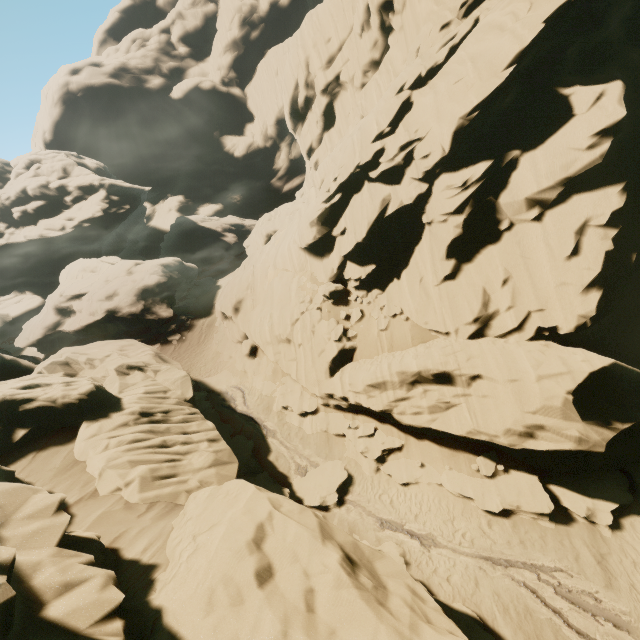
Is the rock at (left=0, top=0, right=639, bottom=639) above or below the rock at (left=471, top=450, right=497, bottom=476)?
above

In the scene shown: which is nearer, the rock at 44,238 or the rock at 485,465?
the rock at 44,238

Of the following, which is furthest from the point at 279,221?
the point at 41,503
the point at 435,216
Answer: the point at 41,503

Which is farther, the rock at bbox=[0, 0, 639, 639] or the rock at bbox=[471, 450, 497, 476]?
the rock at bbox=[471, 450, 497, 476]

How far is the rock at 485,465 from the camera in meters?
13.5

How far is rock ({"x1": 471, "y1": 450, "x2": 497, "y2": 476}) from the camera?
13.5 meters
